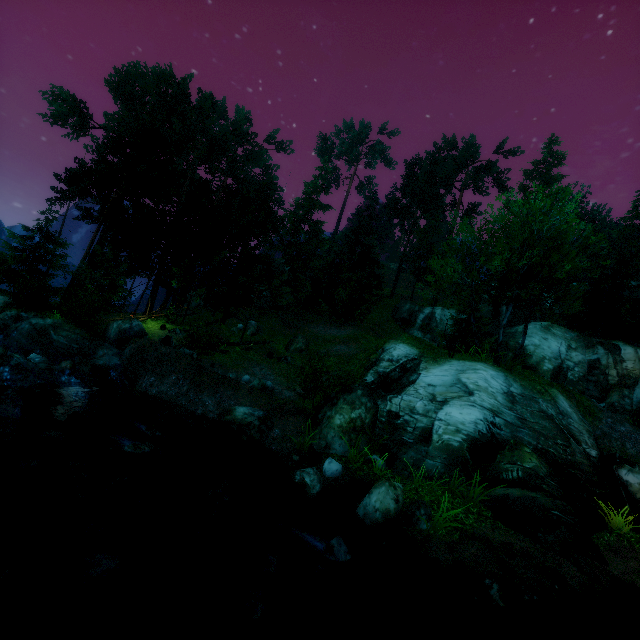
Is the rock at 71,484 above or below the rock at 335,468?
below

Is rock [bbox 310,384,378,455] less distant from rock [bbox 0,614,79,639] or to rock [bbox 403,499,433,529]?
rock [bbox 403,499,433,529]

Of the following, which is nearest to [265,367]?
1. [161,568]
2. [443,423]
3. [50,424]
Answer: [50,424]

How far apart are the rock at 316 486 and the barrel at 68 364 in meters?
10.7 m

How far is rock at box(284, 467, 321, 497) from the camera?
8.9m

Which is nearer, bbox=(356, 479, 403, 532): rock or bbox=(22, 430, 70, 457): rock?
bbox=(356, 479, 403, 532): rock

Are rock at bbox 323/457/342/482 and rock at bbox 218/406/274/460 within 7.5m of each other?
yes

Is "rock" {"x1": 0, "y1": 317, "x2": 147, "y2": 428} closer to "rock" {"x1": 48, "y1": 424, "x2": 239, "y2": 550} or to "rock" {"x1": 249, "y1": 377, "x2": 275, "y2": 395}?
"rock" {"x1": 48, "y1": 424, "x2": 239, "y2": 550}
